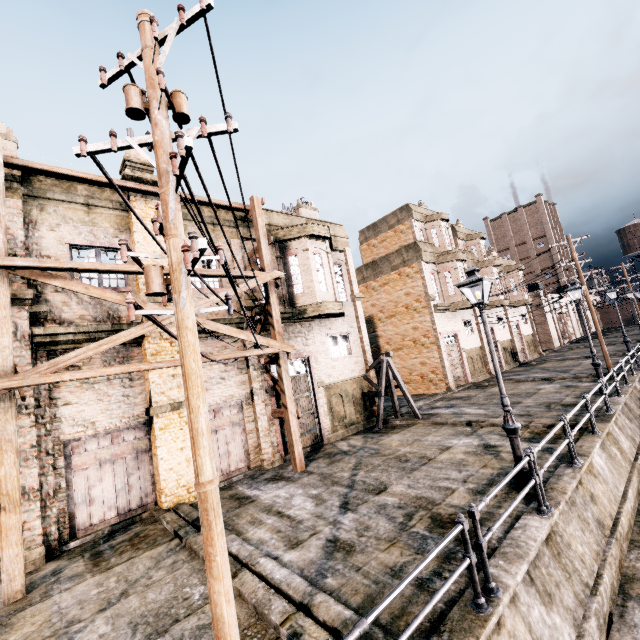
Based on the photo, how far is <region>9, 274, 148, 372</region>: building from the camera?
9.66m

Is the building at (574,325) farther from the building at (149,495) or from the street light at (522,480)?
the street light at (522,480)

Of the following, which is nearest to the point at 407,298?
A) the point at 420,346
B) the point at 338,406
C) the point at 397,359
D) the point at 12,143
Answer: the point at 420,346

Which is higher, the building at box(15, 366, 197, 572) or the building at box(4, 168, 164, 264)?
the building at box(4, 168, 164, 264)

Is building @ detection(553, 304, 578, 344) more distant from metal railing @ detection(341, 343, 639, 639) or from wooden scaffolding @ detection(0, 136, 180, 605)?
wooden scaffolding @ detection(0, 136, 180, 605)

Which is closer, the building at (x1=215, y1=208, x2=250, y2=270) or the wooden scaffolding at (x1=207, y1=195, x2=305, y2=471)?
the wooden scaffolding at (x1=207, y1=195, x2=305, y2=471)

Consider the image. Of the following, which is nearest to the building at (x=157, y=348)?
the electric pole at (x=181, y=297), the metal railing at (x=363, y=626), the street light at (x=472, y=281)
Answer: the electric pole at (x=181, y=297)
